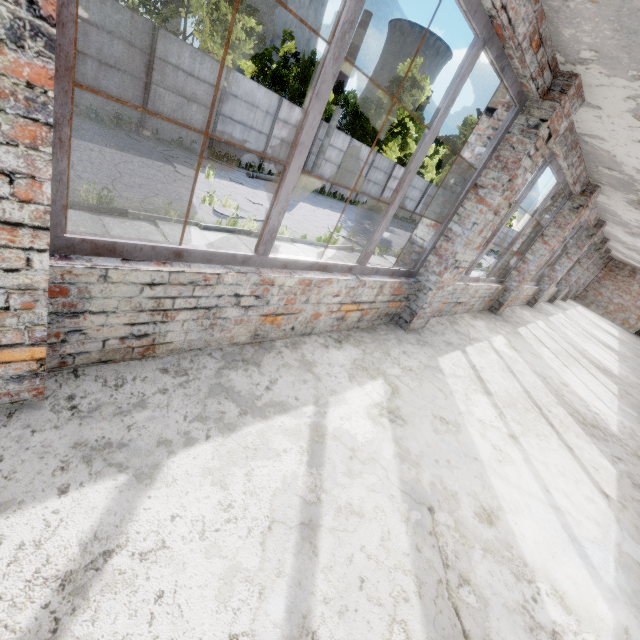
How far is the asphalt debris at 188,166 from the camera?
11.06m

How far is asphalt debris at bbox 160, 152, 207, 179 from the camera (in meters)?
11.06

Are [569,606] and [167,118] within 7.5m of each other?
no
